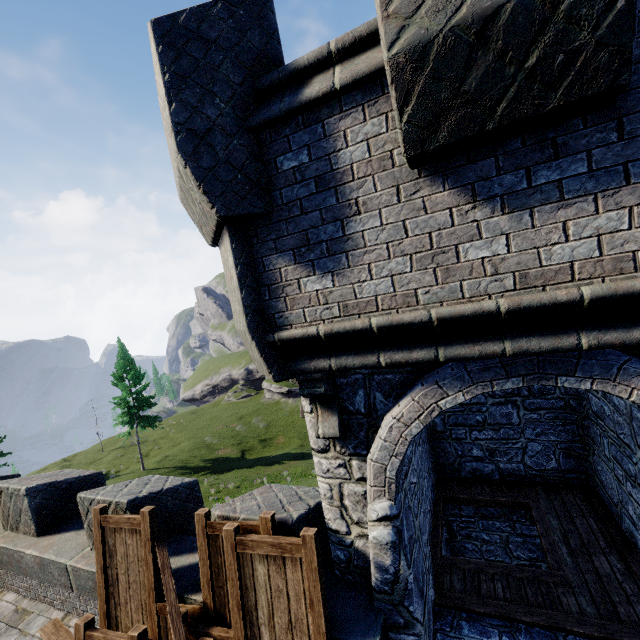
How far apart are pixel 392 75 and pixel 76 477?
9.2m

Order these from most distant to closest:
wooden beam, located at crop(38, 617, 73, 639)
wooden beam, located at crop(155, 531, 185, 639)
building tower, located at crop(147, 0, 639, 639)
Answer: wooden beam, located at crop(38, 617, 73, 639), wooden beam, located at crop(155, 531, 185, 639), building tower, located at crop(147, 0, 639, 639)

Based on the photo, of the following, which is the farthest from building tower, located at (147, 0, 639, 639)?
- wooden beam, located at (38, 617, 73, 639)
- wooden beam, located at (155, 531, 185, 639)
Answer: wooden beam, located at (38, 617, 73, 639)

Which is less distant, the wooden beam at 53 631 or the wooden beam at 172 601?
the wooden beam at 172 601

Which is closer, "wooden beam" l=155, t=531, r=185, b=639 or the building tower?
the building tower

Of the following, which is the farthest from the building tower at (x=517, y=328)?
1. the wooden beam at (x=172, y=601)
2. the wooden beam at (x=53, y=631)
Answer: the wooden beam at (x=53, y=631)

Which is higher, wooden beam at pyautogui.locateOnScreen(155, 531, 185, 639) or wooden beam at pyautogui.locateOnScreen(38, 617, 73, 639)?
wooden beam at pyautogui.locateOnScreen(155, 531, 185, 639)
